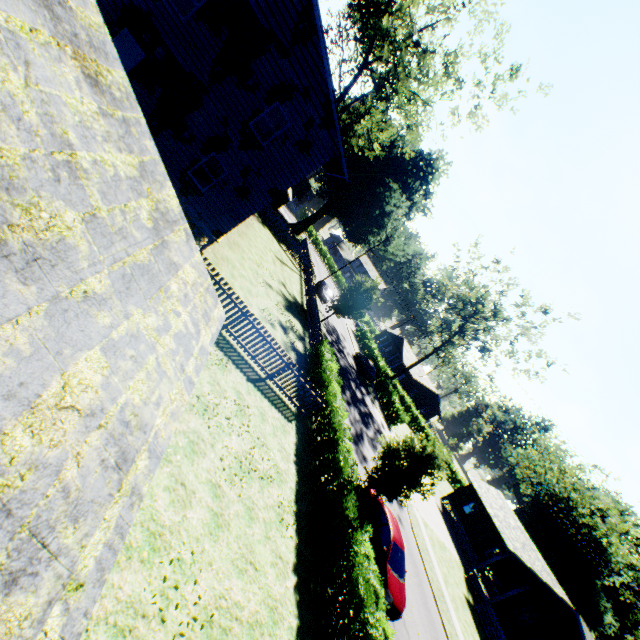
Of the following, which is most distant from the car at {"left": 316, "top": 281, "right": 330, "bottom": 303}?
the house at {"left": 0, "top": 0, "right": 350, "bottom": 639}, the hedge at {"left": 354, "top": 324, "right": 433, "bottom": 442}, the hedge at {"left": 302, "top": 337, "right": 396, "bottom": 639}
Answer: the hedge at {"left": 302, "top": 337, "right": 396, "bottom": 639}

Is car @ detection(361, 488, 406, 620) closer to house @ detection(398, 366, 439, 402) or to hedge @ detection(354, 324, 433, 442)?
Result: hedge @ detection(354, 324, 433, 442)

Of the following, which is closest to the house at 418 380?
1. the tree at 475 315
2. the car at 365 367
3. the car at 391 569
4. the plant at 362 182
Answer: the tree at 475 315

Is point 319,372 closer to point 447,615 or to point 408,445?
point 408,445

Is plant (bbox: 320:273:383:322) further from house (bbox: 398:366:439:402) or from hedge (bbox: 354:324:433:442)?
house (bbox: 398:366:439:402)

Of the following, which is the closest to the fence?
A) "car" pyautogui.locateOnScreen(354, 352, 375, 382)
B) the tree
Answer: "car" pyautogui.locateOnScreen(354, 352, 375, 382)

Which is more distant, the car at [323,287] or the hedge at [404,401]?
the car at [323,287]

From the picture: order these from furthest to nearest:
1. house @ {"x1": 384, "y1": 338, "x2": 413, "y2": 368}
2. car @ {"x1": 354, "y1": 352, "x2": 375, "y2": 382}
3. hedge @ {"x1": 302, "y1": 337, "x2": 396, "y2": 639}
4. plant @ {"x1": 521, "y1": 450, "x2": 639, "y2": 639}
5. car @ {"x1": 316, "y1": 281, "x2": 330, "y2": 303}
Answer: house @ {"x1": 384, "y1": 338, "x2": 413, "y2": 368}
plant @ {"x1": 521, "y1": 450, "x2": 639, "y2": 639}
car @ {"x1": 316, "y1": 281, "x2": 330, "y2": 303}
car @ {"x1": 354, "y1": 352, "x2": 375, "y2": 382}
hedge @ {"x1": 302, "y1": 337, "x2": 396, "y2": 639}
